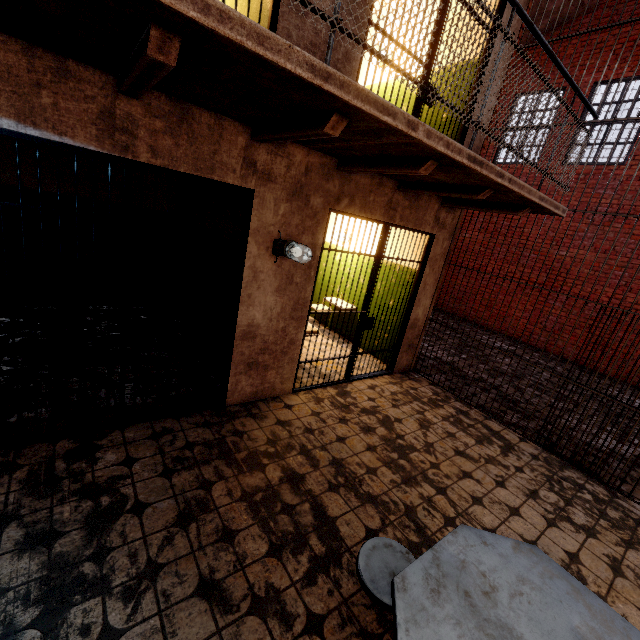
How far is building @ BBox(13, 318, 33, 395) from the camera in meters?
3.3

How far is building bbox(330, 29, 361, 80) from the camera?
3.0 meters

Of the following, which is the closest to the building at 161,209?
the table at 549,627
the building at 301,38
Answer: the building at 301,38

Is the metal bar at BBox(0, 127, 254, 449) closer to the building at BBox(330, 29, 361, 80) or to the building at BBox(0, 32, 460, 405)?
the building at BBox(0, 32, 460, 405)

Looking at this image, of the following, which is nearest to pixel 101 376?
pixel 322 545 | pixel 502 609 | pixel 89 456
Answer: pixel 89 456

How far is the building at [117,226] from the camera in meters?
5.5 m

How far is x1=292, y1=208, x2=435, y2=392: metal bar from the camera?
3.96m
